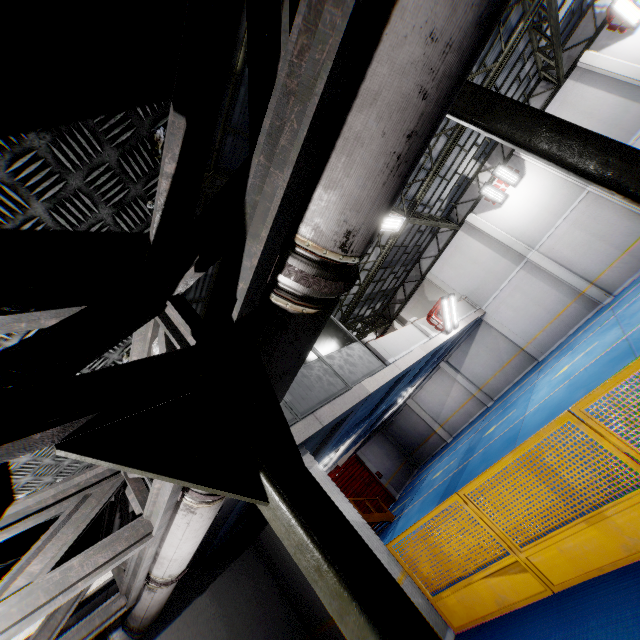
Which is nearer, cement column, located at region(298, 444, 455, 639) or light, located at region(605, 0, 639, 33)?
cement column, located at region(298, 444, 455, 639)

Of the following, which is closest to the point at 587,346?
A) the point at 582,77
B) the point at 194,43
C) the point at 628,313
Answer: the point at 628,313

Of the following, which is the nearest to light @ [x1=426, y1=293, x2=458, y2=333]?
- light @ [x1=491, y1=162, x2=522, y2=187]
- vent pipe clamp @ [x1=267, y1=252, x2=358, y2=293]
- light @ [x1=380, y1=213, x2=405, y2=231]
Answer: light @ [x1=380, y1=213, x2=405, y2=231]

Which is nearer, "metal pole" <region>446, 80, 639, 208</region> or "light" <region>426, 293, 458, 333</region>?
"metal pole" <region>446, 80, 639, 208</region>

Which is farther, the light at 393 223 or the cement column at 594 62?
the cement column at 594 62

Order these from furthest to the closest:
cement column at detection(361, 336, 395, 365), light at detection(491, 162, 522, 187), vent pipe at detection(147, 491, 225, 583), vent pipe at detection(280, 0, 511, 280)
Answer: light at detection(491, 162, 522, 187), cement column at detection(361, 336, 395, 365), vent pipe at detection(147, 491, 225, 583), vent pipe at detection(280, 0, 511, 280)

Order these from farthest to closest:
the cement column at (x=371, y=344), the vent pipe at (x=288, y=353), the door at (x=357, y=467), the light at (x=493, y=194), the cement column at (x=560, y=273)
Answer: the door at (x=357, y=467) < the light at (x=493, y=194) < the cement column at (x=560, y=273) < the cement column at (x=371, y=344) < the vent pipe at (x=288, y=353)

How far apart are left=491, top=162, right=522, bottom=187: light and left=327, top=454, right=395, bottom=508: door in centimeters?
1873cm
